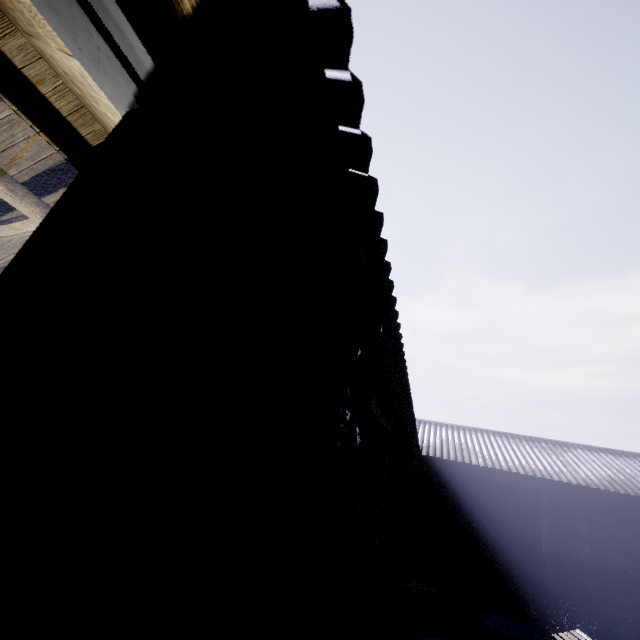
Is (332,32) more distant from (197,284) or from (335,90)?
(197,284)

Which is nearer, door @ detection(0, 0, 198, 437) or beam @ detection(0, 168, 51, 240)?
door @ detection(0, 0, 198, 437)

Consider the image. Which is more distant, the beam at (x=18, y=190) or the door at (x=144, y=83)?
the beam at (x=18, y=190)

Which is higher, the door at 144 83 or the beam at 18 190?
the beam at 18 190

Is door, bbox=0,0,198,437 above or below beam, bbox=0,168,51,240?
below
